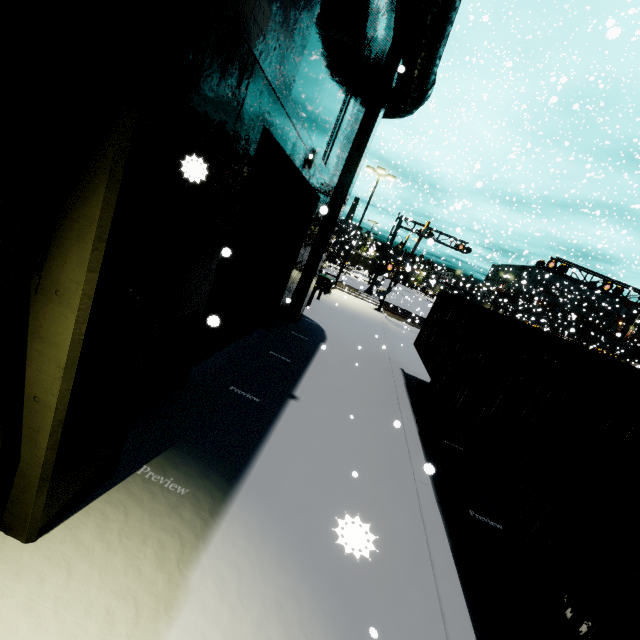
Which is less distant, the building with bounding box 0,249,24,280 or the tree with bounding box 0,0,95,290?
the tree with bounding box 0,0,95,290

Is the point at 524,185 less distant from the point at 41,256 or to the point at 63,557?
the point at 41,256

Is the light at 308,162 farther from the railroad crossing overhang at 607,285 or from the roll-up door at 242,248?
the railroad crossing overhang at 607,285

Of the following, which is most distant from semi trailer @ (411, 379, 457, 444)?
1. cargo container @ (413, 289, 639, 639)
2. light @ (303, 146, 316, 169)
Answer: light @ (303, 146, 316, 169)

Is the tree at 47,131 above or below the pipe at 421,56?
below

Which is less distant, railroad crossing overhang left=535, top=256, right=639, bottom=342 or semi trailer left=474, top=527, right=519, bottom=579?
semi trailer left=474, top=527, right=519, bottom=579

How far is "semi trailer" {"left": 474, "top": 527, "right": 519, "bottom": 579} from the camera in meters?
4.5

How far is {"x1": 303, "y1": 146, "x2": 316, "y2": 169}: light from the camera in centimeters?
681cm
